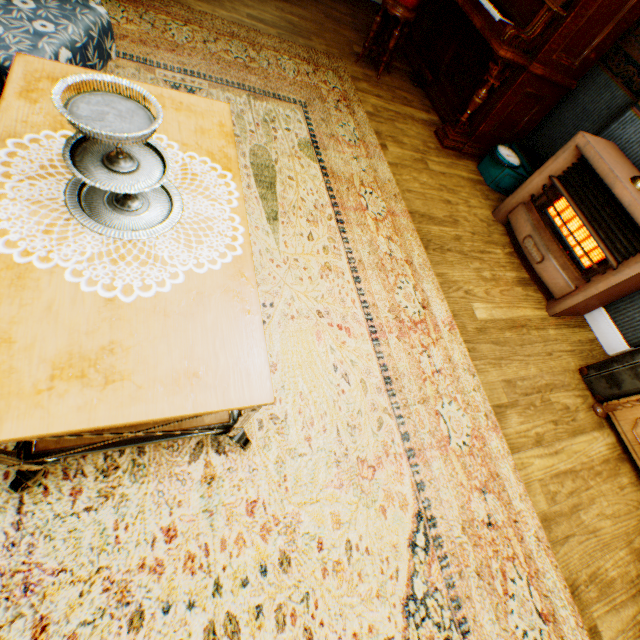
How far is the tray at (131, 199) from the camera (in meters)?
0.72

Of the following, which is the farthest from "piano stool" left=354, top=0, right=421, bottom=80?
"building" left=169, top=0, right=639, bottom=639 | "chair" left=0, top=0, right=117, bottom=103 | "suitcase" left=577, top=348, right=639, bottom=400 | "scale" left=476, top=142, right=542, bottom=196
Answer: "suitcase" left=577, top=348, right=639, bottom=400

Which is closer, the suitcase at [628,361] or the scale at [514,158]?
the suitcase at [628,361]

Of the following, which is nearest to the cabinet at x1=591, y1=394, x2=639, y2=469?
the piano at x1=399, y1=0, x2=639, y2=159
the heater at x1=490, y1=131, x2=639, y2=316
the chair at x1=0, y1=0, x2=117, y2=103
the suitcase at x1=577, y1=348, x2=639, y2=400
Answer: the suitcase at x1=577, y1=348, x2=639, y2=400

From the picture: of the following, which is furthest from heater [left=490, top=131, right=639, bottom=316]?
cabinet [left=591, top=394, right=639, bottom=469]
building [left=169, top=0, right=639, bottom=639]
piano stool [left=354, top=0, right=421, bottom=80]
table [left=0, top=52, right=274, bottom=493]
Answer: table [left=0, top=52, right=274, bottom=493]

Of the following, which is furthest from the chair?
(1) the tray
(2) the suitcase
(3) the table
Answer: (2) the suitcase

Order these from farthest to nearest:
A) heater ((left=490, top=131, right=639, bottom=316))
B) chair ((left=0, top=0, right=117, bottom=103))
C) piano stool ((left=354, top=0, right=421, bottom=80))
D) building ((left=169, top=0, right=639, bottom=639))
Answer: piano stool ((left=354, top=0, right=421, bottom=80)), heater ((left=490, top=131, right=639, bottom=316)), building ((left=169, top=0, right=639, bottom=639)), chair ((left=0, top=0, right=117, bottom=103))

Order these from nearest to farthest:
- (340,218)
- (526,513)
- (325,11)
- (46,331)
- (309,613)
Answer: (46,331) < (309,613) < (526,513) < (340,218) < (325,11)
